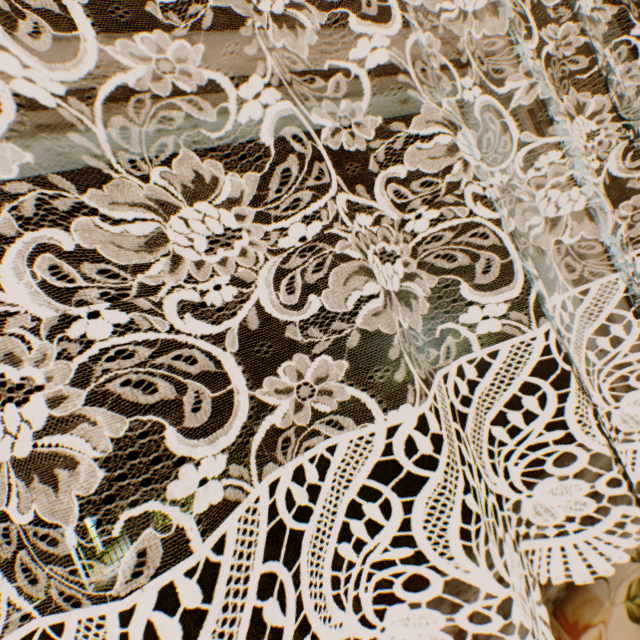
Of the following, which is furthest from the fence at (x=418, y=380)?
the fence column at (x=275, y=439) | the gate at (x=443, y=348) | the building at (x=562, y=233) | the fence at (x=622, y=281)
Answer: the building at (x=562, y=233)

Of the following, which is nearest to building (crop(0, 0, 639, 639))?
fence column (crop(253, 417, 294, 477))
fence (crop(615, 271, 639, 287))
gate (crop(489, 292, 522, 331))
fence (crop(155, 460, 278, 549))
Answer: fence (crop(155, 460, 278, 549))

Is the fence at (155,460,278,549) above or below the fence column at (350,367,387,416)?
below

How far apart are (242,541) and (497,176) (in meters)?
12.10

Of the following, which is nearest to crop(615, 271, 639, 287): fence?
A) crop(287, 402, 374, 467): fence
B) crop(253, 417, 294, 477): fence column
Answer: crop(287, 402, 374, 467): fence

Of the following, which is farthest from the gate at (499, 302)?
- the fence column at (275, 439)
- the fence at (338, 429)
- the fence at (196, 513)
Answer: the fence at (196, 513)

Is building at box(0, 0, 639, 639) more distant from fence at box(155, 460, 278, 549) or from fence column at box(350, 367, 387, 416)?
fence column at box(350, 367, 387, 416)

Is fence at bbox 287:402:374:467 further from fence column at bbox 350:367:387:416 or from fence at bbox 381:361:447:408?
fence at bbox 381:361:447:408
